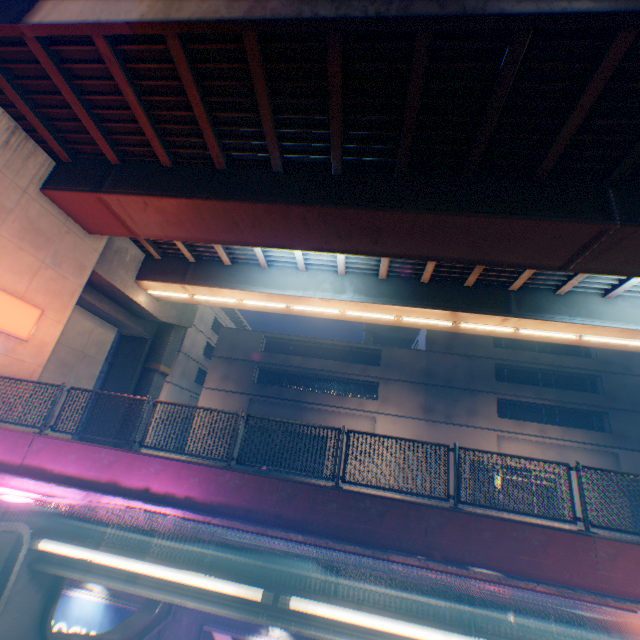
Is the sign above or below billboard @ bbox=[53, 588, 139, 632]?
above

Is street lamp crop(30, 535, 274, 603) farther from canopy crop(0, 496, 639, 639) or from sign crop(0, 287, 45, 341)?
sign crop(0, 287, 45, 341)

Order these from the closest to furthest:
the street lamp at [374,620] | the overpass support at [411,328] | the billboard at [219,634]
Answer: the street lamp at [374,620], the billboard at [219,634], the overpass support at [411,328]

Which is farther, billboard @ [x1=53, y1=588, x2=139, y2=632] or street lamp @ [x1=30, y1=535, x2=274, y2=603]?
billboard @ [x1=53, y1=588, x2=139, y2=632]

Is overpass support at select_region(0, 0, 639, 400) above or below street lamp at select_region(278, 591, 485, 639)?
above

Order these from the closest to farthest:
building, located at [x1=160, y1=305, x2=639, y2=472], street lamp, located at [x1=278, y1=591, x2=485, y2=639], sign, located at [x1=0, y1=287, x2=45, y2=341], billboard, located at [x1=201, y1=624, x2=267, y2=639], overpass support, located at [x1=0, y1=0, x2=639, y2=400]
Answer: street lamp, located at [x1=278, y1=591, x2=485, y2=639] → billboard, located at [x1=201, y1=624, x2=267, y2=639] → overpass support, located at [x1=0, y1=0, x2=639, y2=400] → sign, located at [x1=0, y1=287, x2=45, y2=341] → building, located at [x1=160, y1=305, x2=639, y2=472]

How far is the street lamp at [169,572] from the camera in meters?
2.6

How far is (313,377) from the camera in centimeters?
2975cm
